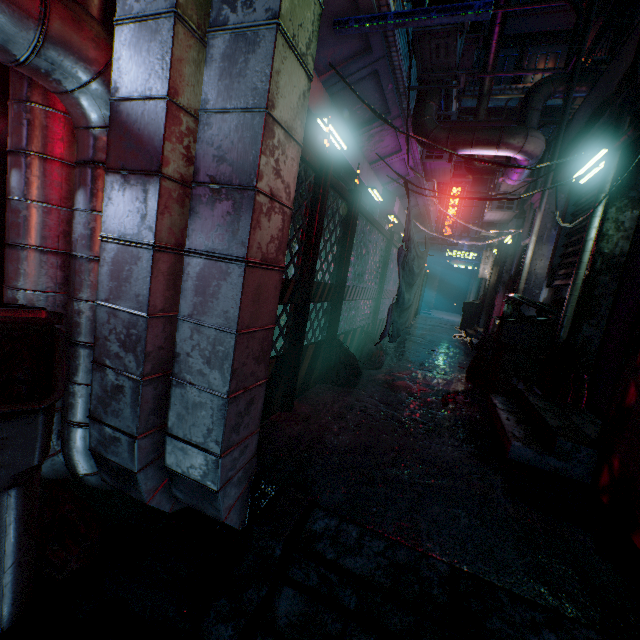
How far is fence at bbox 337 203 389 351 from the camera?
3.4 meters

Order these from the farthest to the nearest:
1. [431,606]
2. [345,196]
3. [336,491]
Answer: [345,196] < [336,491] < [431,606]

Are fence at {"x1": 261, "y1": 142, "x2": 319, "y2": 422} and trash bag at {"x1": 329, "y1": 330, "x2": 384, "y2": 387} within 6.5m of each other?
yes

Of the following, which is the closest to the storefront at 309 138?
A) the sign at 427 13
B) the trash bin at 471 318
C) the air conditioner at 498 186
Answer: the sign at 427 13

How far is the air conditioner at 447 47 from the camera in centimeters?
299cm

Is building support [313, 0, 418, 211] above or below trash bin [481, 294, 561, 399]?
above

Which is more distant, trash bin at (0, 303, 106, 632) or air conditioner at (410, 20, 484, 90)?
air conditioner at (410, 20, 484, 90)

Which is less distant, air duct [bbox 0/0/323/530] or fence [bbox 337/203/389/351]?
air duct [bbox 0/0/323/530]
